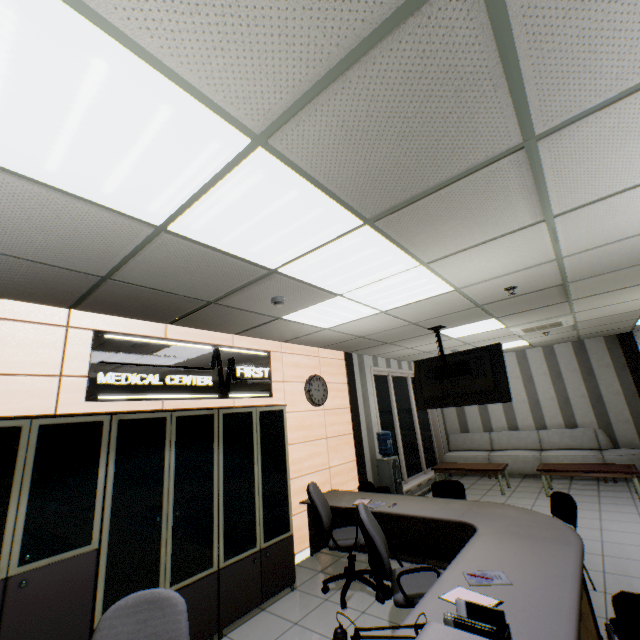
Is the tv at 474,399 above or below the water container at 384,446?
above

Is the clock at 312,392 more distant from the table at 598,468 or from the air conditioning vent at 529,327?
the table at 598,468

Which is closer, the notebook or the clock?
the notebook

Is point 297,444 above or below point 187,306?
below

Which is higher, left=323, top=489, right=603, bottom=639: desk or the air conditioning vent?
the air conditioning vent

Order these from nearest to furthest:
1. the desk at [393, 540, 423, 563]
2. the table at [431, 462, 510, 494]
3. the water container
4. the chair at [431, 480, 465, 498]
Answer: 1. the desk at [393, 540, 423, 563]
2. the chair at [431, 480, 465, 498]
3. the water container
4. the table at [431, 462, 510, 494]

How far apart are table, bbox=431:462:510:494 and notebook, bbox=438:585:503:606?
5.9m

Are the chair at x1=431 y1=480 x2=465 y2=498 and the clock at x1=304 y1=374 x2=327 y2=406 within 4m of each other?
yes
